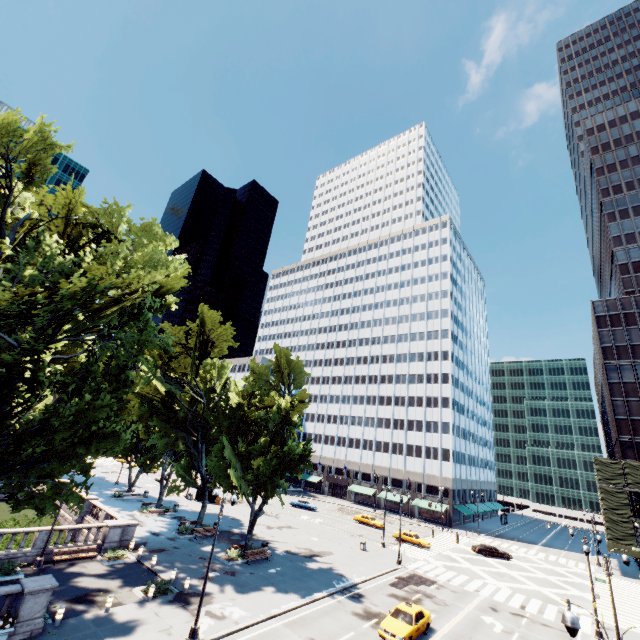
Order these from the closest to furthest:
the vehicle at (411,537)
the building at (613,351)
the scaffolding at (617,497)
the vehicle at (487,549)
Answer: the vehicle at (411,537)
the vehicle at (487,549)
the scaffolding at (617,497)
the building at (613,351)

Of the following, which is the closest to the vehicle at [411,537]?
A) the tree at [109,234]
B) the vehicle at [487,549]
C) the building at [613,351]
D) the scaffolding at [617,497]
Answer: the vehicle at [487,549]

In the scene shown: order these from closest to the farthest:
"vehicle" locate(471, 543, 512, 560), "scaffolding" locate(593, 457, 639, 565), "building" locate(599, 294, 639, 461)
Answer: "vehicle" locate(471, 543, 512, 560), "scaffolding" locate(593, 457, 639, 565), "building" locate(599, 294, 639, 461)

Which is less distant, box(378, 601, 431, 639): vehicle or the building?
box(378, 601, 431, 639): vehicle

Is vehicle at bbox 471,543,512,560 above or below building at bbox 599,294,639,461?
below

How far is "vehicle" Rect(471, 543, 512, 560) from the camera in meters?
45.2 m

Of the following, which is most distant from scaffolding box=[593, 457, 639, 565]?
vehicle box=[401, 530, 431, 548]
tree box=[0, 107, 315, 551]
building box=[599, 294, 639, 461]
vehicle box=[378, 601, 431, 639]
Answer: vehicle box=[378, 601, 431, 639]

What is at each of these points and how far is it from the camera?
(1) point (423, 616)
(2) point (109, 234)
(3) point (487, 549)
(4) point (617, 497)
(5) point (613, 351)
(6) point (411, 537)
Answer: (1) vehicle, 22.3m
(2) tree, 21.2m
(3) vehicle, 45.5m
(4) scaffolding, 48.8m
(5) building, 58.5m
(6) vehicle, 45.8m
